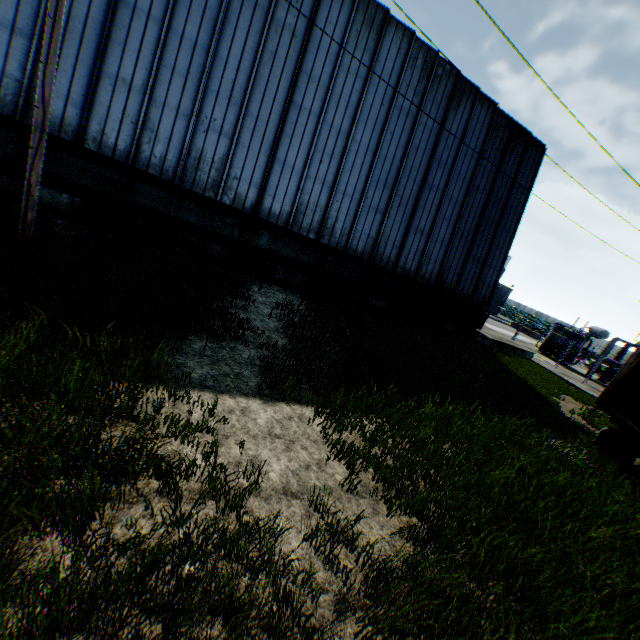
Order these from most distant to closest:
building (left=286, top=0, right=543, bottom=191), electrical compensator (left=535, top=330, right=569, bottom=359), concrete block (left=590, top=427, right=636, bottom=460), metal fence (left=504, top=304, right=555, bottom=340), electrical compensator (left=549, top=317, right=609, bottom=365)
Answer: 1. electrical compensator (left=535, top=330, right=569, bottom=359)
2. electrical compensator (left=549, top=317, right=609, bottom=365)
3. metal fence (left=504, top=304, right=555, bottom=340)
4. building (left=286, top=0, right=543, bottom=191)
5. concrete block (left=590, top=427, right=636, bottom=460)

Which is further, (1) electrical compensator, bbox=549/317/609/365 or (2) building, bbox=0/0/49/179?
(1) electrical compensator, bbox=549/317/609/365

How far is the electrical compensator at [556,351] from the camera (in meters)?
26.45

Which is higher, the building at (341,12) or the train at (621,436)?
the building at (341,12)

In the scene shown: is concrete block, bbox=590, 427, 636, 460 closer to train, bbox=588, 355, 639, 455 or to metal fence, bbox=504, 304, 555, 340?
train, bbox=588, 355, 639, 455

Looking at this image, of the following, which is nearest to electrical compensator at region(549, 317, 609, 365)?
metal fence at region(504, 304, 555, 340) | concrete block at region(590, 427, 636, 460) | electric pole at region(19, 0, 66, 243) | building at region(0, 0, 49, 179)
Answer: metal fence at region(504, 304, 555, 340)

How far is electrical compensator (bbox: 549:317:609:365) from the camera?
25.8m

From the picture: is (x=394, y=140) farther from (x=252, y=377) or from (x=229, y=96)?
(x=252, y=377)
